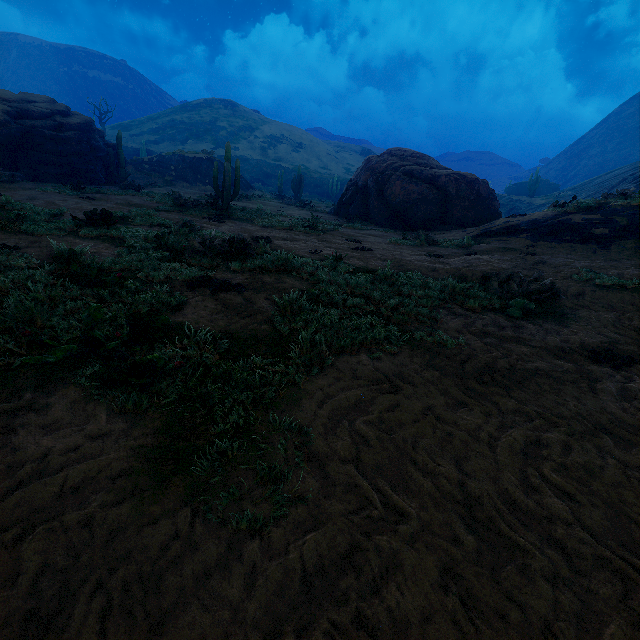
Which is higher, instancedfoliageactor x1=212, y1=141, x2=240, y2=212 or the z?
instancedfoliageactor x1=212, y1=141, x2=240, y2=212

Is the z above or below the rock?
below

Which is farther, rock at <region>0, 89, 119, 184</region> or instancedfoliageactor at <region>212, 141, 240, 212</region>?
rock at <region>0, 89, 119, 184</region>

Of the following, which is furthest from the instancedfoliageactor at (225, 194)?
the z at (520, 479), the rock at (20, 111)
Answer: the z at (520, 479)

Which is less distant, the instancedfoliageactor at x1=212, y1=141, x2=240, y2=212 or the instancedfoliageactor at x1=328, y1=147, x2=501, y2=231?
the instancedfoliageactor at x1=212, y1=141, x2=240, y2=212

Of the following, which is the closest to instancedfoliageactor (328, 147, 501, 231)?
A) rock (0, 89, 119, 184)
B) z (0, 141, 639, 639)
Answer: rock (0, 89, 119, 184)

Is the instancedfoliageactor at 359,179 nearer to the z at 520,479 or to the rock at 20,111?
the rock at 20,111

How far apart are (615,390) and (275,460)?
3.94m
